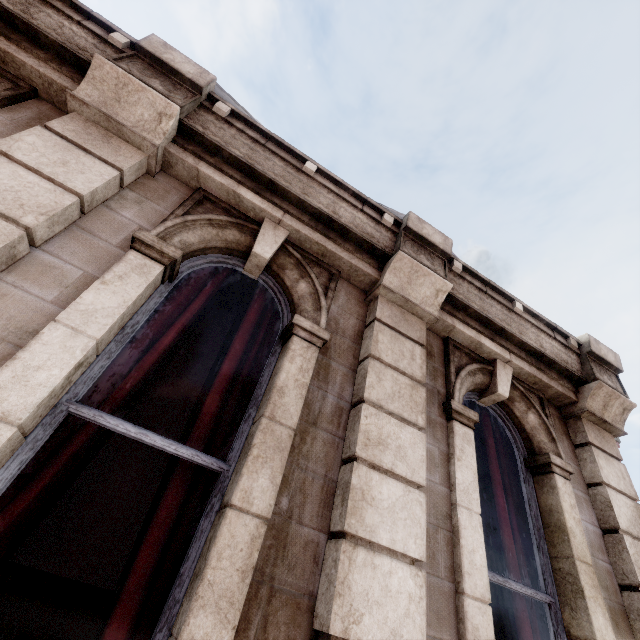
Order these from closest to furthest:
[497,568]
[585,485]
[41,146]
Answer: [41,146] → [497,568] → [585,485]
